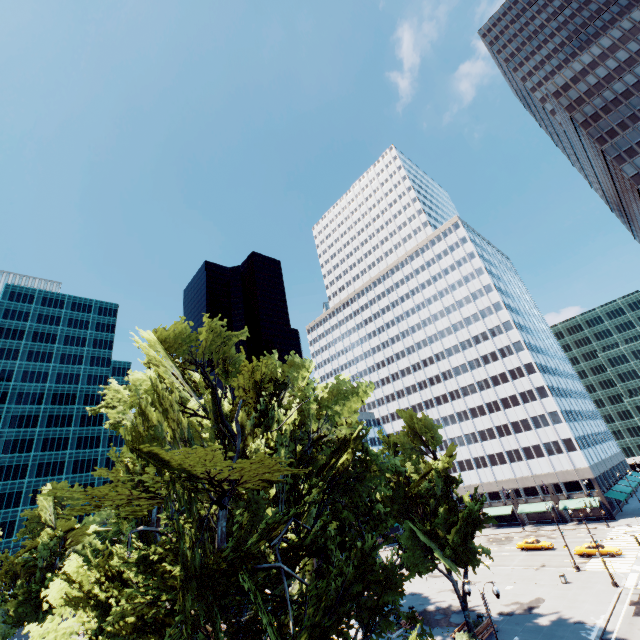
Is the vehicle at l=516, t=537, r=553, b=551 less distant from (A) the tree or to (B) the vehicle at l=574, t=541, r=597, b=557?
(B) the vehicle at l=574, t=541, r=597, b=557

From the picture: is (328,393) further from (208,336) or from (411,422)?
(411,422)

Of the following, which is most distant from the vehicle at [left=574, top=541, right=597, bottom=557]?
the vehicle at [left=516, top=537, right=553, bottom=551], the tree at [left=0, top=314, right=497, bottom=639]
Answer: the tree at [left=0, top=314, right=497, bottom=639]

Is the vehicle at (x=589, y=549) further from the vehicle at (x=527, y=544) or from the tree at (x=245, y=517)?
the tree at (x=245, y=517)

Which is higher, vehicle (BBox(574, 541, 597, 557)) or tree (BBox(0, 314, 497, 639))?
tree (BBox(0, 314, 497, 639))

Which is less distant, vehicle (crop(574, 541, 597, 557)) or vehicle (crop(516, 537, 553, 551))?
vehicle (crop(574, 541, 597, 557))

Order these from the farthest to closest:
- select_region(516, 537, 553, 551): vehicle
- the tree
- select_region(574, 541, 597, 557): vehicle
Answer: select_region(516, 537, 553, 551): vehicle < select_region(574, 541, 597, 557): vehicle < the tree
